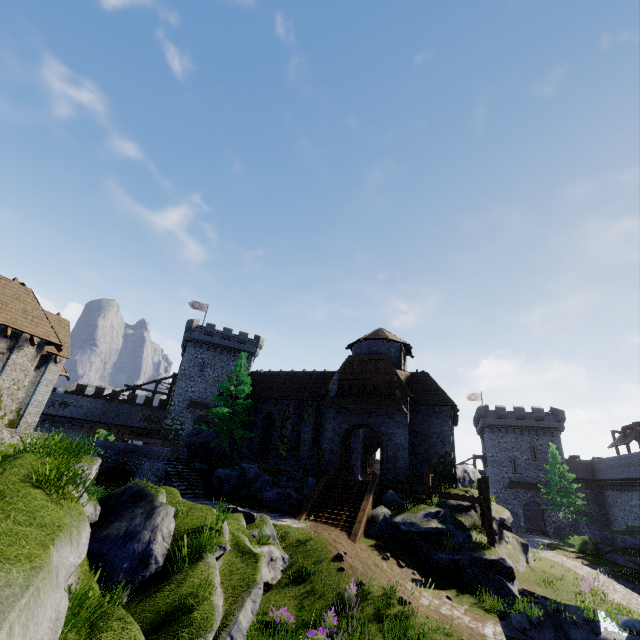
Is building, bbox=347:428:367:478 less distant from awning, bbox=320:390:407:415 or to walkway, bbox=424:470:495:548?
awning, bbox=320:390:407:415

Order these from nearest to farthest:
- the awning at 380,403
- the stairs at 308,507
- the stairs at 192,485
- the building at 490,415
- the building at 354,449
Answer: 1. the stairs at 308,507
2. the stairs at 192,485
3. the awning at 380,403
4. the building at 354,449
5. the building at 490,415

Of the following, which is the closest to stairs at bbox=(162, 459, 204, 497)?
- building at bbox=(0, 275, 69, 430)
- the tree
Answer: the tree

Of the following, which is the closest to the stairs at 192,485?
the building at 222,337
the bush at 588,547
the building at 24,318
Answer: the building at 222,337

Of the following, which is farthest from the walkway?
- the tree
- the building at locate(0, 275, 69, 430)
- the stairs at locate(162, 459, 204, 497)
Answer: the building at locate(0, 275, 69, 430)

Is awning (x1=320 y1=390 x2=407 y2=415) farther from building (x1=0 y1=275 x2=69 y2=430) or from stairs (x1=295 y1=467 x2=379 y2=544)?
Answer: building (x1=0 y1=275 x2=69 y2=430)

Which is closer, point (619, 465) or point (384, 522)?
point (384, 522)

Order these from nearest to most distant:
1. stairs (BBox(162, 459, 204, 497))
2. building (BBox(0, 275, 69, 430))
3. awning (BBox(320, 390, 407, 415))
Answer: building (BBox(0, 275, 69, 430)) < stairs (BBox(162, 459, 204, 497)) < awning (BBox(320, 390, 407, 415))
